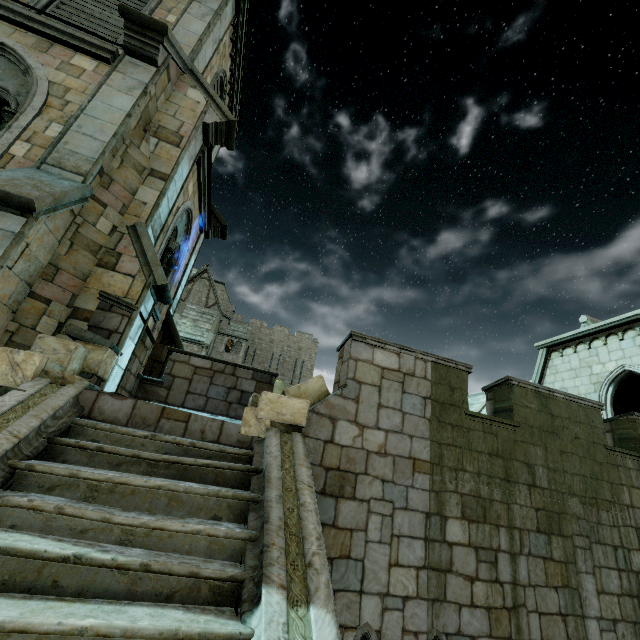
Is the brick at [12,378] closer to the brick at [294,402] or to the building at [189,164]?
the building at [189,164]

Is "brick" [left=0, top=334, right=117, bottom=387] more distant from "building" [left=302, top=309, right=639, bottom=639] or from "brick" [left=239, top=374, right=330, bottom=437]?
"brick" [left=239, top=374, right=330, bottom=437]

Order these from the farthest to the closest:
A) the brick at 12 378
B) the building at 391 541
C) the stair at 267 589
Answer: the building at 391 541
the brick at 12 378
the stair at 267 589

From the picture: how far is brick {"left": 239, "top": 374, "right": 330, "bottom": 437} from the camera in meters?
4.3 m

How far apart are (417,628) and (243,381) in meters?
5.5

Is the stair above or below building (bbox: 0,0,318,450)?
below

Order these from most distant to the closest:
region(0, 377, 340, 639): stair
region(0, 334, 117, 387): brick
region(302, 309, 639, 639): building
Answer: region(302, 309, 639, 639): building, region(0, 334, 117, 387): brick, region(0, 377, 340, 639): stair

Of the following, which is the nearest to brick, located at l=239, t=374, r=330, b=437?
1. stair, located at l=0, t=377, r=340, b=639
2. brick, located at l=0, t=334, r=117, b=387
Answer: stair, located at l=0, t=377, r=340, b=639
